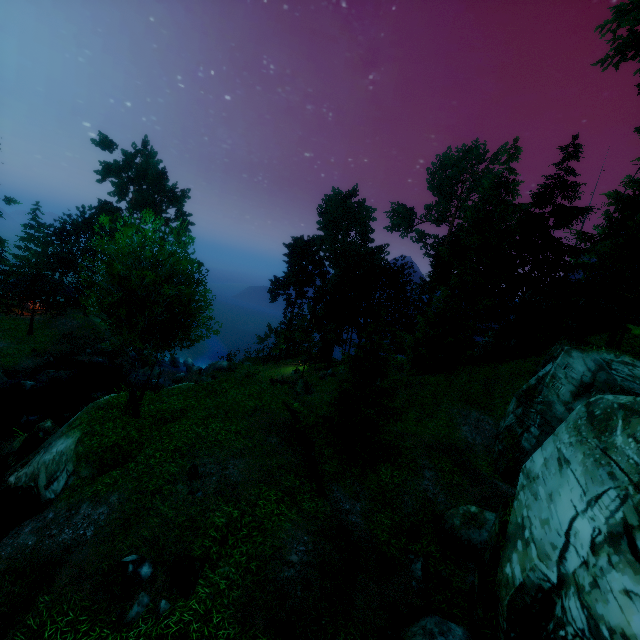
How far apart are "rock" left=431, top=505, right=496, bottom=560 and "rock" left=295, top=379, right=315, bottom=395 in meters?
15.6

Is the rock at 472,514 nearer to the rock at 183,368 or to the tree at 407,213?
the tree at 407,213

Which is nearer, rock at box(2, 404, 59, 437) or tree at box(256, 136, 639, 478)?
tree at box(256, 136, 639, 478)

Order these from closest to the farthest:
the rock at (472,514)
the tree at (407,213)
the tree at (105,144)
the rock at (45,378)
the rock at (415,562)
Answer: the rock at (415,562) → the rock at (472,514) → the tree at (407,213) → the rock at (45,378) → the tree at (105,144)

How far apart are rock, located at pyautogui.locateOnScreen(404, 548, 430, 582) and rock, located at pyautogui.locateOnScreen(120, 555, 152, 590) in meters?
7.6 m

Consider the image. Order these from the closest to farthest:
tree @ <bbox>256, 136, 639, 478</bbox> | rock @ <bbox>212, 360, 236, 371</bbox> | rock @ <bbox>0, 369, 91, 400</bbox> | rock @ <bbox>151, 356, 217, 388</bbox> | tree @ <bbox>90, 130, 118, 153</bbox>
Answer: tree @ <bbox>256, 136, 639, 478</bbox> → rock @ <bbox>0, 369, 91, 400</bbox> → rock @ <bbox>151, 356, 217, 388</bbox> → rock @ <bbox>212, 360, 236, 371</bbox> → tree @ <bbox>90, 130, 118, 153</bbox>

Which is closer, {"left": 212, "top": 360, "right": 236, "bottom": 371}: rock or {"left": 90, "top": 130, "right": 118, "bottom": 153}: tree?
{"left": 212, "top": 360, "right": 236, "bottom": 371}: rock

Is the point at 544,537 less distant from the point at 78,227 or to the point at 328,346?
the point at 328,346
